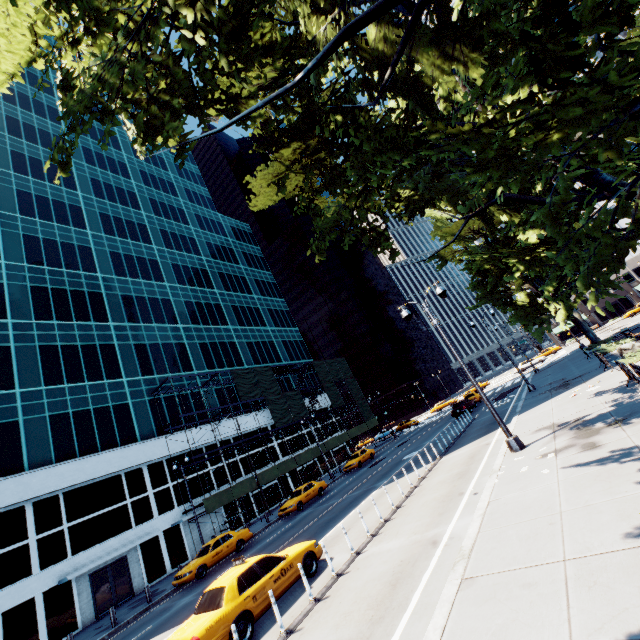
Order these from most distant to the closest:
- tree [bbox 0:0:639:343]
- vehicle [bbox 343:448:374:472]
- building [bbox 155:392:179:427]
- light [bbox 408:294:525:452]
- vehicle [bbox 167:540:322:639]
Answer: vehicle [bbox 343:448:374:472] → building [bbox 155:392:179:427] → light [bbox 408:294:525:452] → vehicle [bbox 167:540:322:639] → tree [bbox 0:0:639:343]

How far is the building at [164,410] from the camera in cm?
3297

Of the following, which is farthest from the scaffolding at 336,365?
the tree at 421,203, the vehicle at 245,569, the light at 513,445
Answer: the light at 513,445

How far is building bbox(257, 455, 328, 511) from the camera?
36.5m

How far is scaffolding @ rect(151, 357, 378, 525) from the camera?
30.3m

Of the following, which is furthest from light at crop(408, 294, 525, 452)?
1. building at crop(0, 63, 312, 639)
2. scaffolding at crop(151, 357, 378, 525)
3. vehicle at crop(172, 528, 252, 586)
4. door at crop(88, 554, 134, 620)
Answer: door at crop(88, 554, 134, 620)

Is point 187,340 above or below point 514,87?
above

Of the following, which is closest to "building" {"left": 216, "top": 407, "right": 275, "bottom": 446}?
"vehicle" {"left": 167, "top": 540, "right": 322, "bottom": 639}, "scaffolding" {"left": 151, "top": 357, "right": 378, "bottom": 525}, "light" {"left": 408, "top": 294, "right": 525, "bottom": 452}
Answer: "scaffolding" {"left": 151, "top": 357, "right": 378, "bottom": 525}
